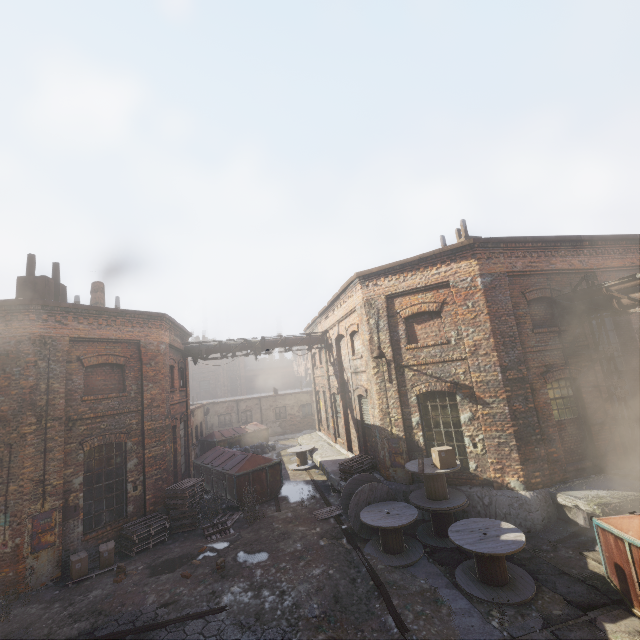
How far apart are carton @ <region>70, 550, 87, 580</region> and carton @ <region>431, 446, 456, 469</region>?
10.0 meters

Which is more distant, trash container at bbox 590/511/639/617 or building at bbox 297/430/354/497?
building at bbox 297/430/354/497

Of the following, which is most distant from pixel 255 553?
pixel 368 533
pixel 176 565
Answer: pixel 368 533

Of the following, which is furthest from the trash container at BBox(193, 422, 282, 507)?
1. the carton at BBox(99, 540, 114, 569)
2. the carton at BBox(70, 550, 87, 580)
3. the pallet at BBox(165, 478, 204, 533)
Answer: the carton at BBox(70, 550, 87, 580)

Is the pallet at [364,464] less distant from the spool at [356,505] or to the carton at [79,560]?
the spool at [356,505]

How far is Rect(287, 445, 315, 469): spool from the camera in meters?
17.3 m

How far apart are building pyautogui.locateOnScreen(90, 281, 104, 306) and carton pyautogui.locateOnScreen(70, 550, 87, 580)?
9.8 meters

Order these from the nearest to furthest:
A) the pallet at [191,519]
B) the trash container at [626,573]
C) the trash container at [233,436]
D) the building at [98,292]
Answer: the trash container at [626,573], the pallet at [191,519], the trash container at [233,436], the building at [98,292]
